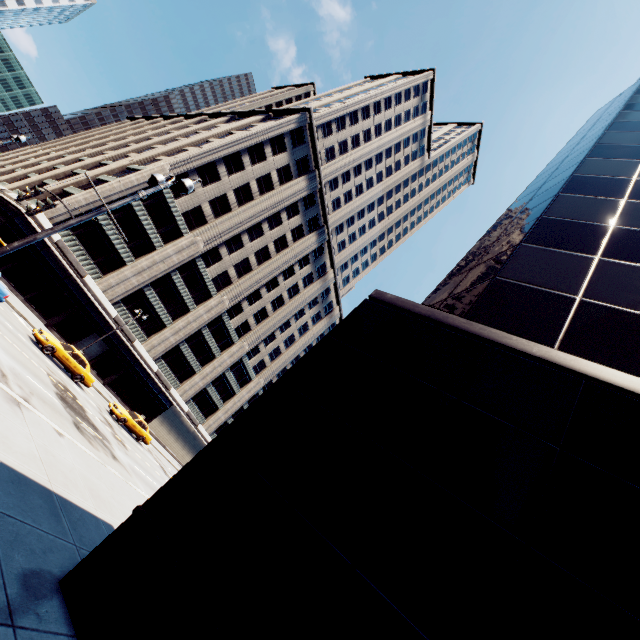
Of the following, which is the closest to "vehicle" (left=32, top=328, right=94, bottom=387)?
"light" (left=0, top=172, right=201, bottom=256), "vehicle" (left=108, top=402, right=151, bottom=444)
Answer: "vehicle" (left=108, top=402, right=151, bottom=444)

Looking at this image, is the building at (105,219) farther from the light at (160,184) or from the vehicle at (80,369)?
the light at (160,184)

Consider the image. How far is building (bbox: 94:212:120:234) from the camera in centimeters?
3412cm

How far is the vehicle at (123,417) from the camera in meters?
26.3

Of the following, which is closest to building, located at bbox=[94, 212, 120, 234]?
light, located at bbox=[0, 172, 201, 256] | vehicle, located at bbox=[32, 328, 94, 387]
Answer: vehicle, located at bbox=[32, 328, 94, 387]

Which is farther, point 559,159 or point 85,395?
point 85,395

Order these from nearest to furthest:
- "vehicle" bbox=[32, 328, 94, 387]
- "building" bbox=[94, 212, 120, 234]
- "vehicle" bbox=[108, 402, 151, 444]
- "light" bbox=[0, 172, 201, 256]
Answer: "light" bbox=[0, 172, 201, 256], "vehicle" bbox=[32, 328, 94, 387], "vehicle" bbox=[108, 402, 151, 444], "building" bbox=[94, 212, 120, 234]
